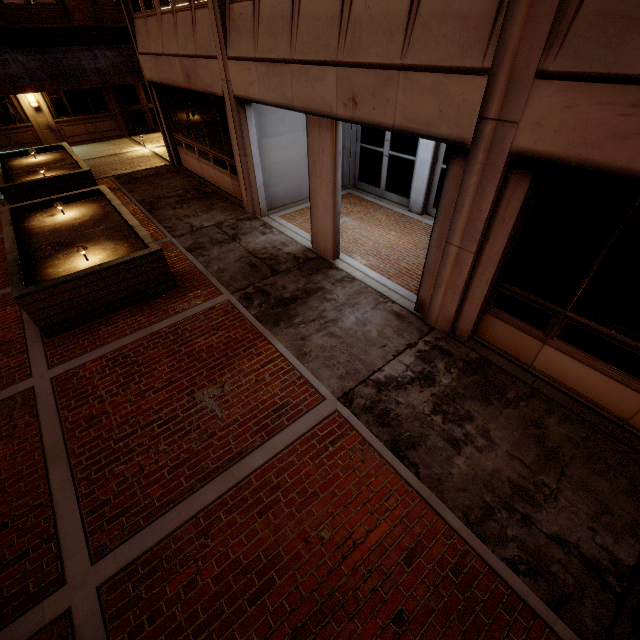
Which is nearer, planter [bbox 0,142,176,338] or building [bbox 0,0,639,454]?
building [bbox 0,0,639,454]

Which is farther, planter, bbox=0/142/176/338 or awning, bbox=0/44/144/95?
awning, bbox=0/44/144/95

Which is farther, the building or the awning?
the awning

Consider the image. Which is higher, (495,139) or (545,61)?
(545,61)

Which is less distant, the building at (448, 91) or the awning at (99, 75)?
the building at (448, 91)

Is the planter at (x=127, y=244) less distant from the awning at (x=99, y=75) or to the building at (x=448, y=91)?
the building at (x=448, y=91)

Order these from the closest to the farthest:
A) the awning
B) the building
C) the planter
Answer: the building
the planter
the awning

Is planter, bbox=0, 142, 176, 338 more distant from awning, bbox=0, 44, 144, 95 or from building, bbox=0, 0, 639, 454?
awning, bbox=0, 44, 144, 95
